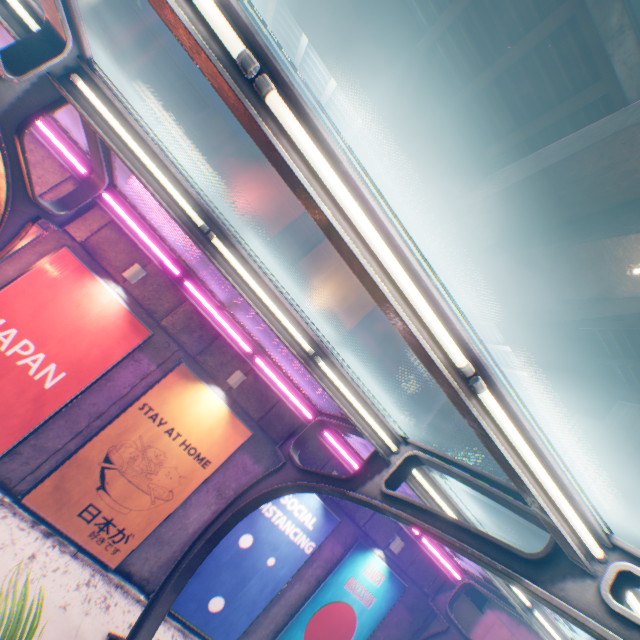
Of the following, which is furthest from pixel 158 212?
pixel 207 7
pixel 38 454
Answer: pixel 207 7

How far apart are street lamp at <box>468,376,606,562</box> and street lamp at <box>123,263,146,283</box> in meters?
6.6 m

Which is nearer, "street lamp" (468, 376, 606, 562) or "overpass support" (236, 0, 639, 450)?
"street lamp" (468, 376, 606, 562)

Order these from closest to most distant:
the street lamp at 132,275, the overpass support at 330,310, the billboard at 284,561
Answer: the street lamp at 132,275 → the billboard at 284,561 → the overpass support at 330,310

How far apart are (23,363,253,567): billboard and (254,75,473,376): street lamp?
7.09m

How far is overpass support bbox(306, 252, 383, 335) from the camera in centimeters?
1784cm

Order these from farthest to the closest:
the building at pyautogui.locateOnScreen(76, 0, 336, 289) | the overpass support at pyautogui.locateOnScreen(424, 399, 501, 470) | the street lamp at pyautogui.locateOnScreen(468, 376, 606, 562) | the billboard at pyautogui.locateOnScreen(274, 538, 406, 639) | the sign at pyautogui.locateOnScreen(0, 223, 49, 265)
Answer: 1. the building at pyautogui.locateOnScreen(76, 0, 336, 289)
2. the overpass support at pyautogui.locateOnScreen(424, 399, 501, 470)
3. the billboard at pyautogui.locateOnScreen(274, 538, 406, 639)
4. the sign at pyautogui.locateOnScreen(0, 223, 49, 265)
5. the street lamp at pyautogui.locateOnScreen(468, 376, 606, 562)

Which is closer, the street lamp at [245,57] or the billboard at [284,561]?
the street lamp at [245,57]
